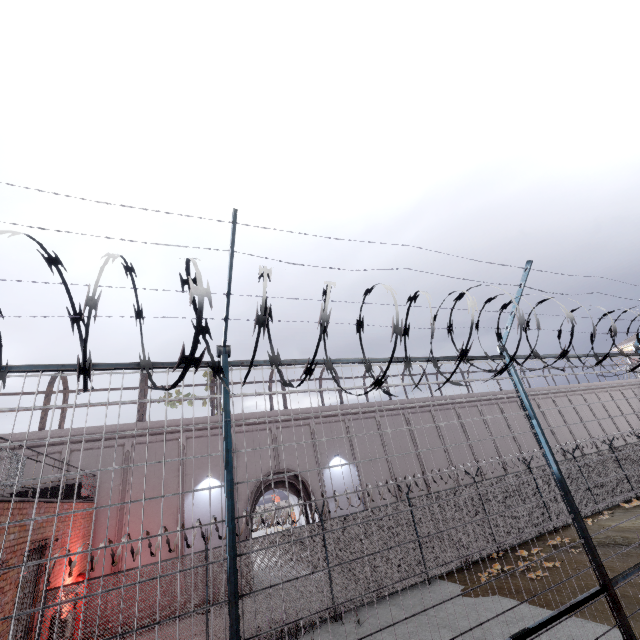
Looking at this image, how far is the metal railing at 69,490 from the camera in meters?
10.0

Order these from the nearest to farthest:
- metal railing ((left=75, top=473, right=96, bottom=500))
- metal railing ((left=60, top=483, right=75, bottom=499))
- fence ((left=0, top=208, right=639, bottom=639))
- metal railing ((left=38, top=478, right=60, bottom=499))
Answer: fence ((left=0, top=208, right=639, bottom=639)) → metal railing ((left=38, top=478, right=60, bottom=499)) → metal railing ((left=60, top=483, right=75, bottom=499)) → metal railing ((left=75, top=473, right=96, bottom=500))

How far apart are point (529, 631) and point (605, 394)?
42.6 meters

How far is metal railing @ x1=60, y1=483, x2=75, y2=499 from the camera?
10.0 meters

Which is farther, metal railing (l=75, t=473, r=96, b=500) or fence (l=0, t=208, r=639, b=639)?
metal railing (l=75, t=473, r=96, b=500)

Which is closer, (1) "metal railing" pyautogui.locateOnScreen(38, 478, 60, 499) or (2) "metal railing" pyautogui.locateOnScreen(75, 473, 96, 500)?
(1) "metal railing" pyautogui.locateOnScreen(38, 478, 60, 499)

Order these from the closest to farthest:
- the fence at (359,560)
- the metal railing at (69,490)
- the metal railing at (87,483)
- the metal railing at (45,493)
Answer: the fence at (359,560) → the metal railing at (45,493) → the metal railing at (69,490) → the metal railing at (87,483)
